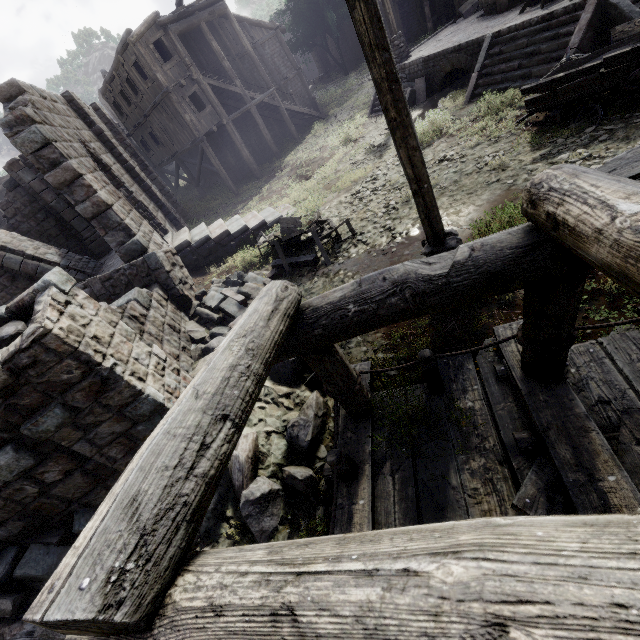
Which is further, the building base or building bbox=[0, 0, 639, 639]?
the building base

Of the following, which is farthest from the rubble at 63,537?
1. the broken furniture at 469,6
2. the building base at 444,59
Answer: the broken furniture at 469,6

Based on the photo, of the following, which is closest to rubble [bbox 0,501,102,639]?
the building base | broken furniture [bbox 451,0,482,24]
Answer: the building base

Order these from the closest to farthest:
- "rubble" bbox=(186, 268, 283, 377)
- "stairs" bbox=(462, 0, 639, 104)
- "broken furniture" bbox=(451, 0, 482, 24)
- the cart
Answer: the cart < "rubble" bbox=(186, 268, 283, 377) < "stairs" bbox=(462, 0, 639, 104) < "broken furniture" bbox=(451, 0, 482, 24)

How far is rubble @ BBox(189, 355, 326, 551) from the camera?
4.45m

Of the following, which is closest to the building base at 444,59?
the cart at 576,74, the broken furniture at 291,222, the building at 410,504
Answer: the cart at 576,74

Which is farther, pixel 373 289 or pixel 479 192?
pixel 479 192
